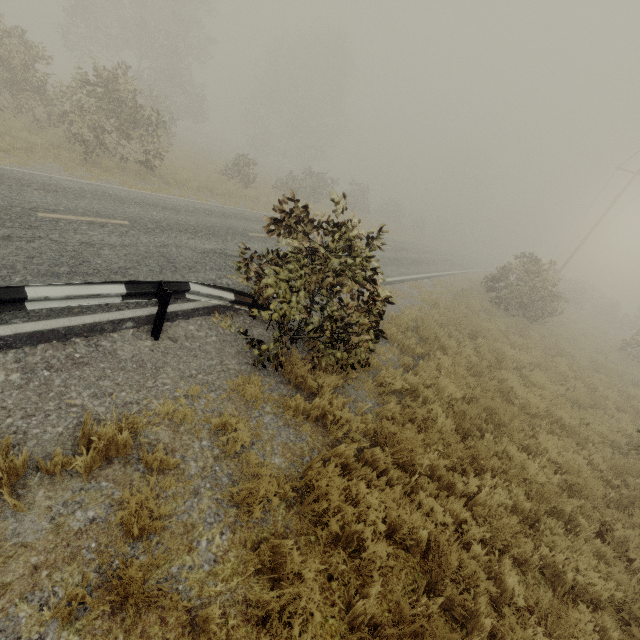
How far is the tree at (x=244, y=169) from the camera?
20.7m

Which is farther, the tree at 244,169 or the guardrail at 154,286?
the tree at 244,169

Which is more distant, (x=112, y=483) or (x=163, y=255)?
(x=163, y=255)

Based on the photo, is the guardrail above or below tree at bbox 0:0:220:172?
below

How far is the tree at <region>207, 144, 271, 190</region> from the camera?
20.69m

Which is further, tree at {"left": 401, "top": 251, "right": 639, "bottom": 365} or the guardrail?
tree at {"left": 401, "top": 251, "right": 639, "bottom": 365}
